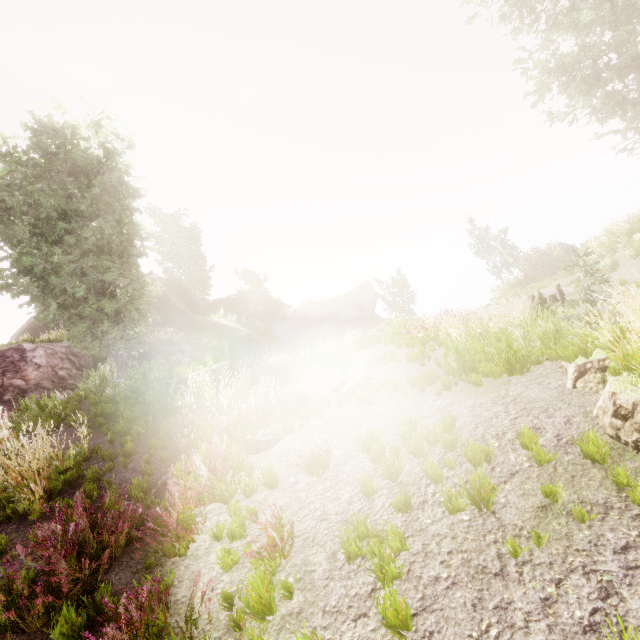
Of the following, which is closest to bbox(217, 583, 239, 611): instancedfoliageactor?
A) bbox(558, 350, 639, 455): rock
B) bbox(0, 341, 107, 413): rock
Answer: bbox(0, 341, 107, 413): rock

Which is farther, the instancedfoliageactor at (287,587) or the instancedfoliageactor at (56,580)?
the instancedfoliageactor at (56,580)

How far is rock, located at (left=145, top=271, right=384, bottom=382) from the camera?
26.70m

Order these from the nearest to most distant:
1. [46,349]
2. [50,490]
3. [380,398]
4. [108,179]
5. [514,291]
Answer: [50,490]
[380,398]
[514,291]
[108,179]
[46,349]

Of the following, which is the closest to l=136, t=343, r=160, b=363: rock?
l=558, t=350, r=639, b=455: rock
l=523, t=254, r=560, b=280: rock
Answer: l=558, t=350, r=639, b=455: rock

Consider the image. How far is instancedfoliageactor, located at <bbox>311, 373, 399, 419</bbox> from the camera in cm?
781

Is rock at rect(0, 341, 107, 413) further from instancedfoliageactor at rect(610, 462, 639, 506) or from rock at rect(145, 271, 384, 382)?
rock at rect(145, 271, 384, 382)

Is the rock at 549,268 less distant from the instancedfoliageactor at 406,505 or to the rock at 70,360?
the instancedfoliageactor at 406,505
